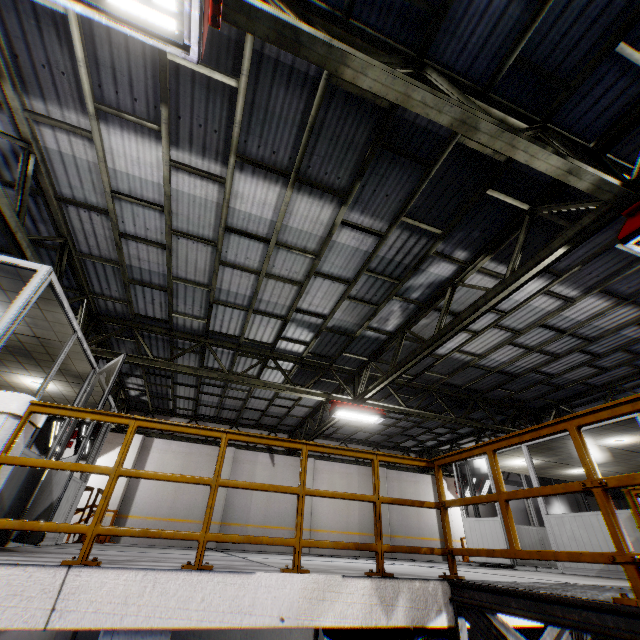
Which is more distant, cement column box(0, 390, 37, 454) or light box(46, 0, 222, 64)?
cement column box(0, 390, 37, 454)

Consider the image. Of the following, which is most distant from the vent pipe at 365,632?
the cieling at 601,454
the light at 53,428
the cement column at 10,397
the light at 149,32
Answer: the light at 53,428

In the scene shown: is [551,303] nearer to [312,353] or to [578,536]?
[578,536]

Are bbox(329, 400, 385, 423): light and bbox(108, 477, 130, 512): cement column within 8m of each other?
no

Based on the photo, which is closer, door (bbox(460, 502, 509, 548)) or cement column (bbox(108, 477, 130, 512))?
door (bbox(460, 502, 509, 548))

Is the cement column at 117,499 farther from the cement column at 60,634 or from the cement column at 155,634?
the cement column at 155,634

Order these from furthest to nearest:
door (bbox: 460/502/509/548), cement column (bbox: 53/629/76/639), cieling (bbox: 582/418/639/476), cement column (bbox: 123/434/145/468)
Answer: cement column (bbox: 123/434/145/468), cement column (bbox: 53/629/76/639), door (bbox: 460/502/509/548), cieling (bbox: 582/418/639/476)

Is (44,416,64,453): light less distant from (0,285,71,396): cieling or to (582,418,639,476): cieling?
(0,285,71,396): cieling
